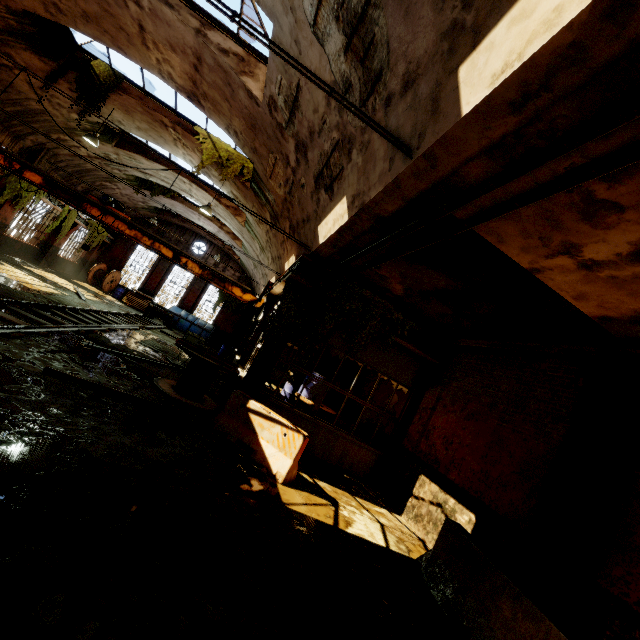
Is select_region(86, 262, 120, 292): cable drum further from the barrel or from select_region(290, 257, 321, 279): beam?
the barrel

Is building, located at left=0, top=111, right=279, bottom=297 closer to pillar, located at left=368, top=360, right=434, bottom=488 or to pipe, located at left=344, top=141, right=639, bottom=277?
pipe, located at left=344, top=141, right=639, bottom=277

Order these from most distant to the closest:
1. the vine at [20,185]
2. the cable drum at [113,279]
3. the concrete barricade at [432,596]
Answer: the cable drum at [113,279] < the vine at [20,185] < the concrete barricade at [432,596]

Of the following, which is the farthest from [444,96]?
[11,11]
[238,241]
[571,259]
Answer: [238,241]

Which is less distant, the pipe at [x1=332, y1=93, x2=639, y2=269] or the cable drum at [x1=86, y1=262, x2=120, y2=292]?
the pipe at [x1=332, y1=93, x2=639, y2=269]

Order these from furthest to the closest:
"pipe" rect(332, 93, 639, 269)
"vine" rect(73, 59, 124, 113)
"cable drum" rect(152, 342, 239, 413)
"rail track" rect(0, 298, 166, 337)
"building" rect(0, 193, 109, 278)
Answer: "building" rect(0, 193, 109, 278) → "vine" rect(73, 59, 124, 113) → "cable drum" rect(152, 342, 239, 413) → "rail track" rect(0, 298, 166, 337) → "pipe" rect(332, 93, 639, 269)

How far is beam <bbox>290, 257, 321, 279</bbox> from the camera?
8.66m

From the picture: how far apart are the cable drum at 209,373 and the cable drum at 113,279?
19.1m
